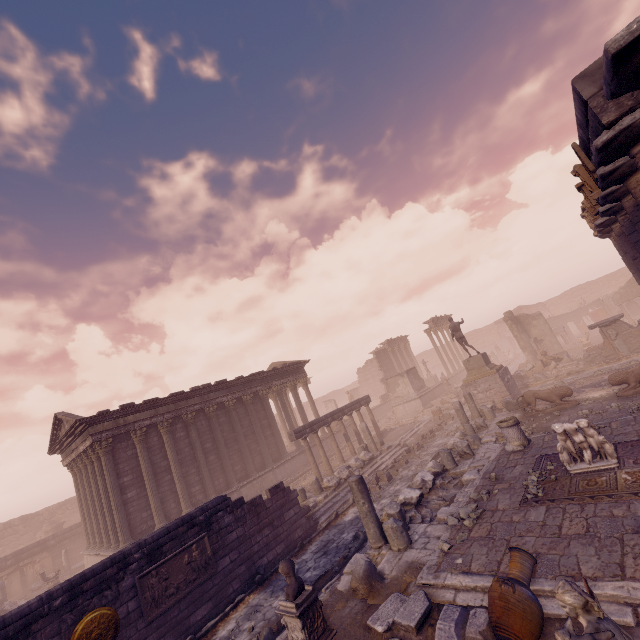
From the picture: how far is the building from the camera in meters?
Result: 15.7 m

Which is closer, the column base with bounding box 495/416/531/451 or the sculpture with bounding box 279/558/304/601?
the sculpture with bounding box 279/558/304/601

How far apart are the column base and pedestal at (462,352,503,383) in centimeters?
801cm

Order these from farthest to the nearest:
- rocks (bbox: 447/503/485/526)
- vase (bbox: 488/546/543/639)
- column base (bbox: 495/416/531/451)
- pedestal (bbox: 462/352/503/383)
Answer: pedestal (bbox: 462/352/503/383) → column base (bbox: 495/416/531/451) → rocks (bbox: 447/503/485/526) → vase (bbox: 488/546/543/639)

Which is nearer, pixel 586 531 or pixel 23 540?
pixel 586 531

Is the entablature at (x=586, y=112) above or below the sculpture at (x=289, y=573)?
above

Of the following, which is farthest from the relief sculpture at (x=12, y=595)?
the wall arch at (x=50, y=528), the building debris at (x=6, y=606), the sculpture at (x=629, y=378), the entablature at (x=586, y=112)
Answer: the entablature at (x=586, y=112)

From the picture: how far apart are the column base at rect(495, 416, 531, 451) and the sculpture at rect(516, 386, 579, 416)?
3.7m
